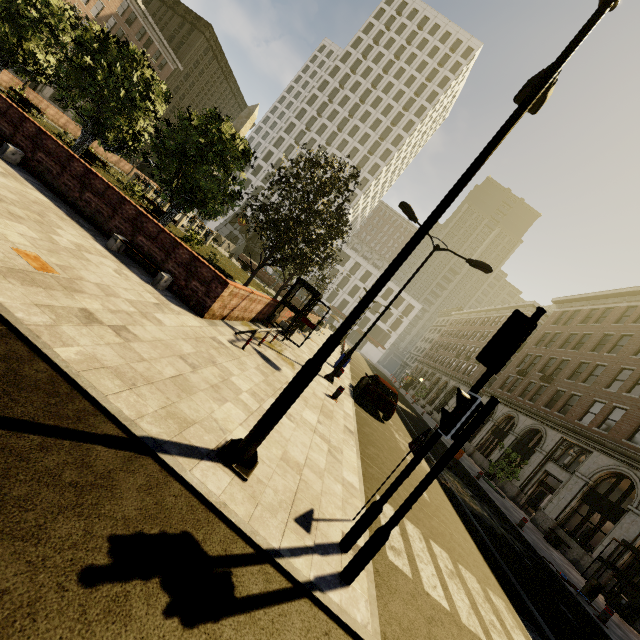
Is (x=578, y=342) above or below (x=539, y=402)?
above

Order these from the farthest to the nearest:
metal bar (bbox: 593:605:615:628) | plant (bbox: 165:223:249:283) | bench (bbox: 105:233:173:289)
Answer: plant (bbox: 165:223:249:283) < metal bar (bbox: 593:605:615:628) < bench (bbox: 105:233:173:289)

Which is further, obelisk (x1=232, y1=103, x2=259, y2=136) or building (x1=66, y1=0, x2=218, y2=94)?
building (x1=66, y1=0, x2=218, y2=94)

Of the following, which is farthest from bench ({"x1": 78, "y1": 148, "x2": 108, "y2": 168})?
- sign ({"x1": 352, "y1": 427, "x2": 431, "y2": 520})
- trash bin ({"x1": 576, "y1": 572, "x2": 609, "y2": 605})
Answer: trash bin ({"x1": 576, "y1": 572, "x2": 609, "y2": 605})

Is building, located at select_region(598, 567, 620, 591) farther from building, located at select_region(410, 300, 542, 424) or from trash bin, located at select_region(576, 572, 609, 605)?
trash bin, located at select_region(576, 572, 609, 605)

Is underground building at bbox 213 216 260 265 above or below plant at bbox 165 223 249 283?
above

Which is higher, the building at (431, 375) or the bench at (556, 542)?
the building at (431, 375)

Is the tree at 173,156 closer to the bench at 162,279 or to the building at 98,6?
the bench at 162,279
